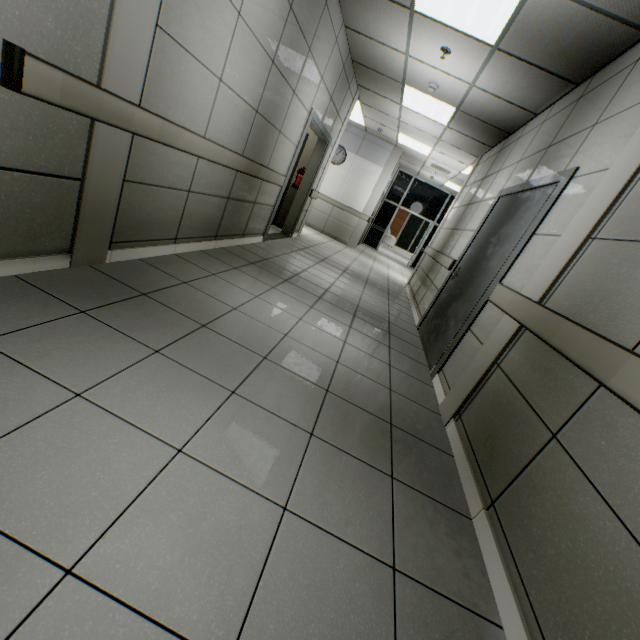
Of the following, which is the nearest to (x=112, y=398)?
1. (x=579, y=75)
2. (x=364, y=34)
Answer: (x=579, y=75)

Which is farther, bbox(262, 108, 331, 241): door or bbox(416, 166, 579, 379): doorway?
bbox(262, 108, 331, 241): door

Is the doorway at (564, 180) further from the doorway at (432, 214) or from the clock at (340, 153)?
the doorway at (432, 214)

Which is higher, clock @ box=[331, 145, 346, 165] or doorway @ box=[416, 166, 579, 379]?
clock @ box=[331, 145, 346, 165]

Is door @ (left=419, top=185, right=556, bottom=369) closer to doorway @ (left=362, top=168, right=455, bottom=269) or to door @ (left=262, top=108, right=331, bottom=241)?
door @ (left=262, top=108, right=331, bottom=241)

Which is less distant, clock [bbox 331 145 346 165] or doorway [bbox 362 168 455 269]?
clock [bbox 331 145 346 165]

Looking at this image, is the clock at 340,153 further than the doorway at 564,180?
Yes

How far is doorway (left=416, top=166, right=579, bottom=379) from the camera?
2.7m
